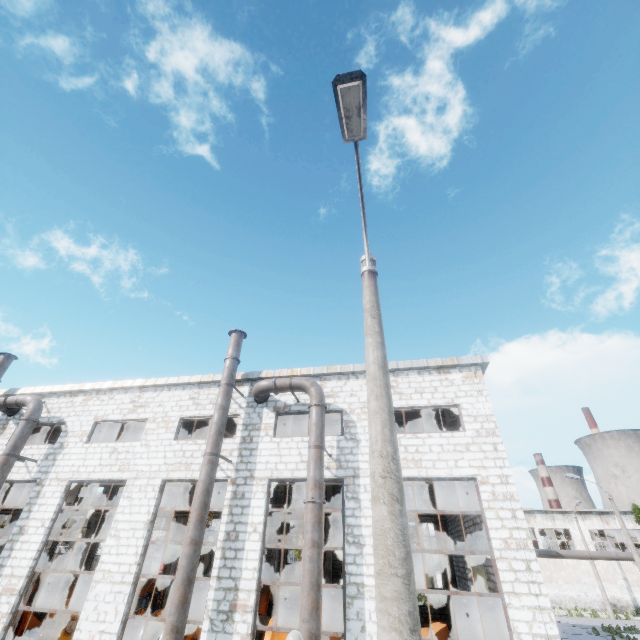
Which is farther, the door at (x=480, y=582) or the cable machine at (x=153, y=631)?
the door at (x=480, y=582)

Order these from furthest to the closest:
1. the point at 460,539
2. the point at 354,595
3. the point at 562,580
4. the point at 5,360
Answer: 1. the point at 562,580
2. the point at 460,539
3. the point at 5,360
4. the point at 354,595

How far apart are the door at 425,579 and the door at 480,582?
39.11m

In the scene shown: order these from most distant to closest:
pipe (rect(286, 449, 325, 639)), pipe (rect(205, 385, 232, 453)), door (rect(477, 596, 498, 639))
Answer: door (rect(477, 596, 498, 639))
pipe (rect(205, 385, 232, 453))
pipe (rect(286, 449, 325, 639))

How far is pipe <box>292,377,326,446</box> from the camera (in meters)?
11.41

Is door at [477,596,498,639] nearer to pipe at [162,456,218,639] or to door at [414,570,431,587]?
pipe at [162,456,218,639]

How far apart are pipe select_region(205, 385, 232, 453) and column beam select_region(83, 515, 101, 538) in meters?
27.6 m

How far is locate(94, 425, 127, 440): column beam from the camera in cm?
2102
